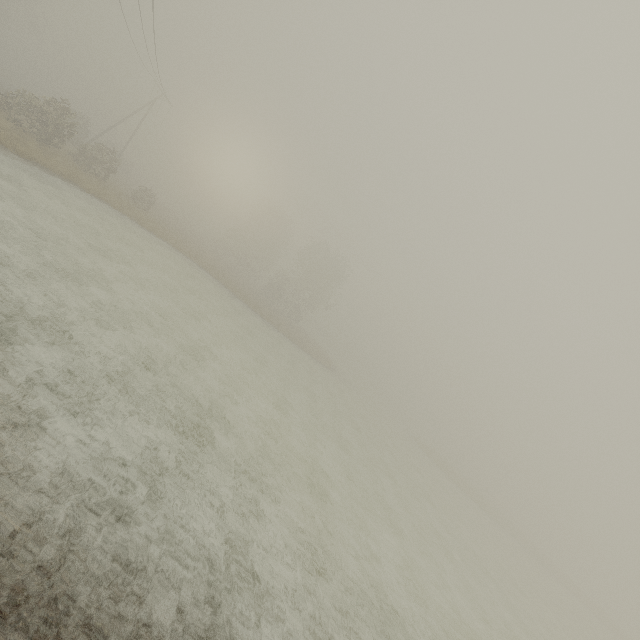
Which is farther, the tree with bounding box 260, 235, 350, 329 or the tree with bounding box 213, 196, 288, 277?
the tree with bounding box 213, 196, 288, 277

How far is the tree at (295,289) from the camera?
48.9 meters

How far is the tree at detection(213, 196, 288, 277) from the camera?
56.2m

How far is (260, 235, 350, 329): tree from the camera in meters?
48.9 m

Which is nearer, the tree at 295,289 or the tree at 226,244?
the tree at 295,289

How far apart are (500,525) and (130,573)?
51.5m
